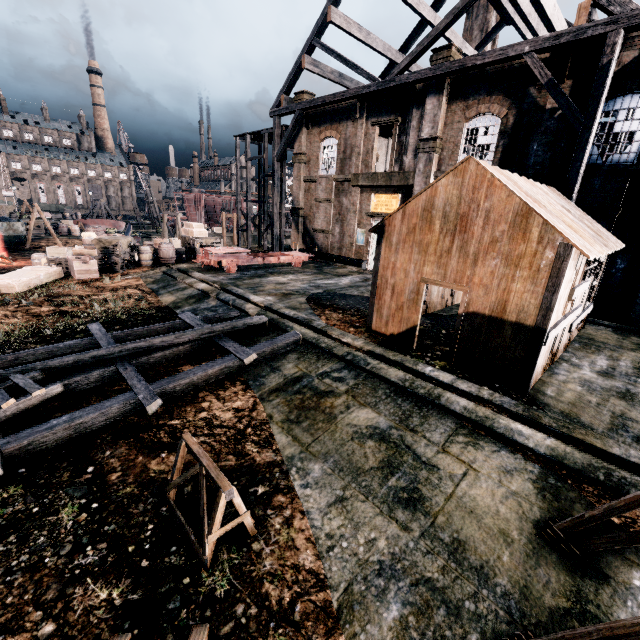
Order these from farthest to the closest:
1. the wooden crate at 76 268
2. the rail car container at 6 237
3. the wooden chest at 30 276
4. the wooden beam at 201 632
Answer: the rail car container at 6 237 → the wooden crate at 76 268 → the wooden chest at 30 276 → the wooden beam at 201 632

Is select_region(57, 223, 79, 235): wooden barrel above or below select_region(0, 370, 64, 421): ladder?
below

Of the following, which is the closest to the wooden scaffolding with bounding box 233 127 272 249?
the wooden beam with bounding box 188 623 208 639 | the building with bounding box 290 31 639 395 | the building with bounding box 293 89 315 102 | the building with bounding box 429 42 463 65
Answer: the building with bounding box 290 31 639 395

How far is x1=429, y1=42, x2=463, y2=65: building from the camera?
17.7m

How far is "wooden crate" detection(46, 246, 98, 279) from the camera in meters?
18.5

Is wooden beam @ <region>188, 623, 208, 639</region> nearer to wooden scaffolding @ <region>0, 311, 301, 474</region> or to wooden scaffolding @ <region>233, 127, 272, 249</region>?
wooden scaffolding @ <region>0, 311, 301, 474</region>

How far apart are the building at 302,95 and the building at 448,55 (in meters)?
11.14

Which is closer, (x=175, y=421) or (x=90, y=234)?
(x=175, y=421)
